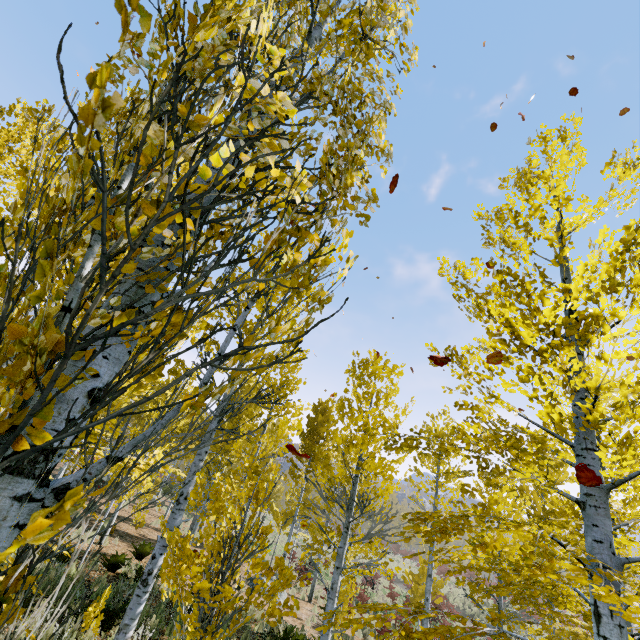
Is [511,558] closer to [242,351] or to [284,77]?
[242,351]
